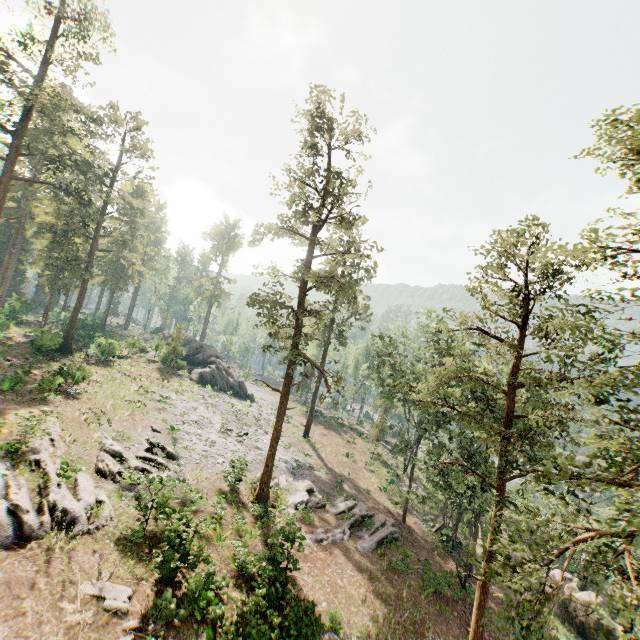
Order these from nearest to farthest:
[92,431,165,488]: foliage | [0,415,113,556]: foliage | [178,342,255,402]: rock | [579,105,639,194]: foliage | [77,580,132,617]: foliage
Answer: [579,105,639,194]: foliage < [77,580,132,617]: foliage < [0,415,113,556]: foliage < [92,431,165,488]: foliage < [178,342,255,402]: rock

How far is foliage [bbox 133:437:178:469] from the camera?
21.6 meters

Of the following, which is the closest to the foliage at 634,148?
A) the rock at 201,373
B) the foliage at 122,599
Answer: the rock at 201,373

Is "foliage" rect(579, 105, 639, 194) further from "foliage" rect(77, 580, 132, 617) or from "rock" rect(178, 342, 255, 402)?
"foliage" rect(77, 580, 132, 617)

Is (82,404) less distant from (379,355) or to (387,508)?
(379,355)

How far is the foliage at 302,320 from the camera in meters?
20.3 m

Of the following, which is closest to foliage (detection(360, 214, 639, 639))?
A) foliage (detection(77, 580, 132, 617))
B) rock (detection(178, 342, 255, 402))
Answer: rock (detection(178, 342, 255, 402))
